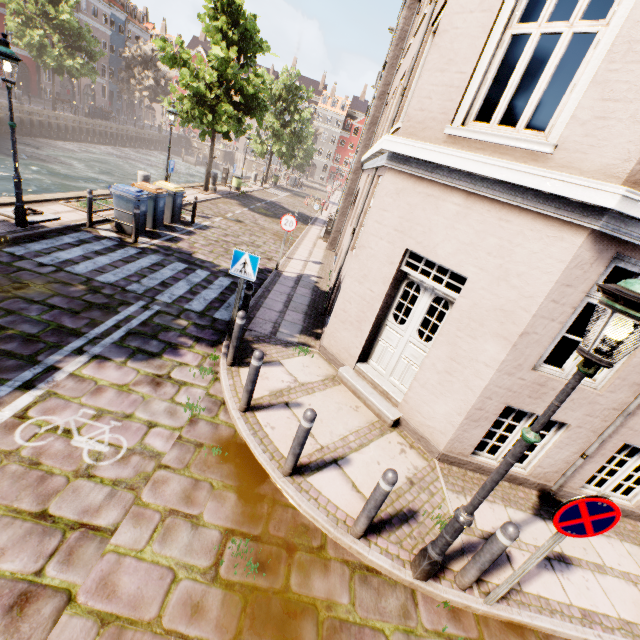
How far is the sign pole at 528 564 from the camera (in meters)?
3.07

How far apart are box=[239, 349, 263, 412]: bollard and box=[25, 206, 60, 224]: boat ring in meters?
8.2

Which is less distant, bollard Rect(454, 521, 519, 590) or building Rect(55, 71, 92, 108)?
bollard Rect(454, 521, 519, 590)

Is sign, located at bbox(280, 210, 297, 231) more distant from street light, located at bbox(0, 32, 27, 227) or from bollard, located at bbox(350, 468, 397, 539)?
street light, located at bbox(0, 32, 27, 227)

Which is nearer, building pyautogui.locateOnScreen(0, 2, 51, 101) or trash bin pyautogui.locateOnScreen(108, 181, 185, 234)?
trash bin pyautogui.locateOnScreen(108, 181, 185, 234)

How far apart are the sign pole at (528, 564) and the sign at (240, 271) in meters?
5.3 m

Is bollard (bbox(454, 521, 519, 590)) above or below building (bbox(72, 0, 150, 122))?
below

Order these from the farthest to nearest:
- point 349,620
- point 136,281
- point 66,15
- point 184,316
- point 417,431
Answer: point 66,15 < point 136,281 < point 184,316 < point 417,431 < point 349,620
